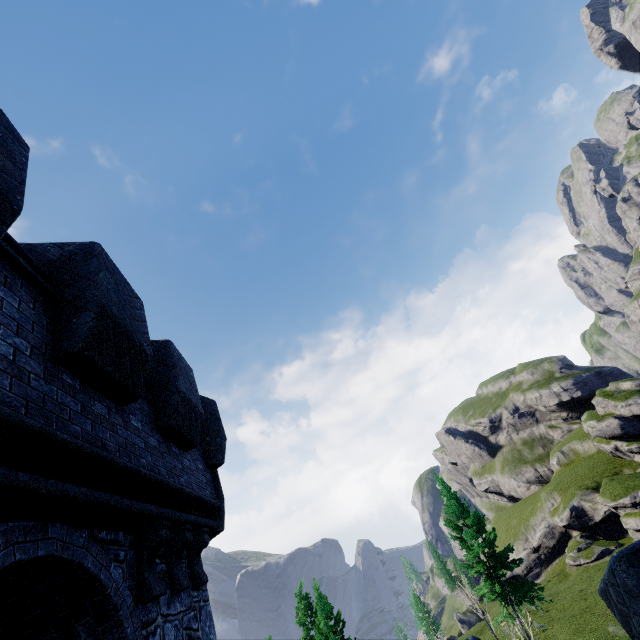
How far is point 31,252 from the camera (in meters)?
4.20
